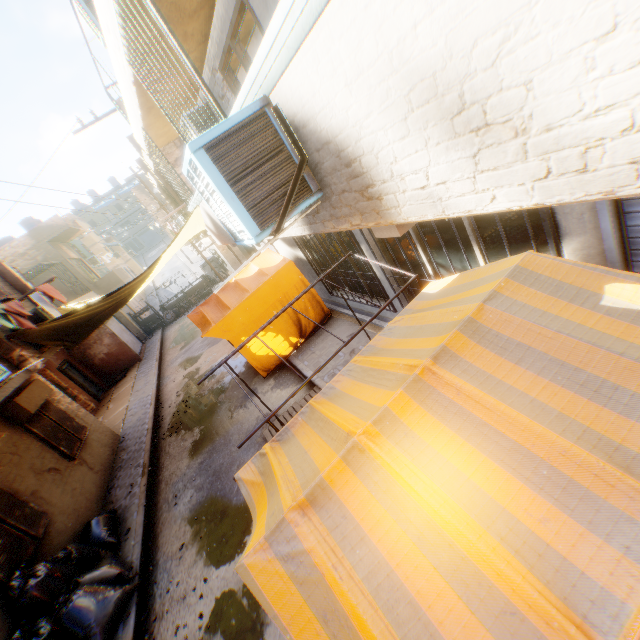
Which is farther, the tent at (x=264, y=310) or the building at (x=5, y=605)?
the tent at (x=264, y=310)

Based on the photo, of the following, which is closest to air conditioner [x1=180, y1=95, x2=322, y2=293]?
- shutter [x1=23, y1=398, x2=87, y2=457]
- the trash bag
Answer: the trash bag

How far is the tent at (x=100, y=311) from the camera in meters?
7.1

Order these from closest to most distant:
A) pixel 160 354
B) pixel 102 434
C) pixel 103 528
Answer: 1. pixel 103 528
2. pixel 102 434
3. pixel 160 354

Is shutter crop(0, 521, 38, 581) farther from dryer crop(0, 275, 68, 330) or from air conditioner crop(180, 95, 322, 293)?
dryer crop(0, 275, 68, 330)

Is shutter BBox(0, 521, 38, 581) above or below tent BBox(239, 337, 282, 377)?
above

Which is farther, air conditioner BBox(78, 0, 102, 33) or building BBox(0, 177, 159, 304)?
building BBox(0, 177, 159, 304)

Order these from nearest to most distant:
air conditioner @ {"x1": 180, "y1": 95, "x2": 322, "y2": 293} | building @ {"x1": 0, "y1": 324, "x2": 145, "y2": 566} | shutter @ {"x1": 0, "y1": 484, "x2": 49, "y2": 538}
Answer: air conditioner @ {"x1": 180, "y1": 95, "x2": 322, "y2": 293}, shutter @ {"x1": 0, "y1": 484, "x2": 49, "y2": 538}, building @ {"x1": 0, "y1": 324, "x2": 145, "y2": 566}
